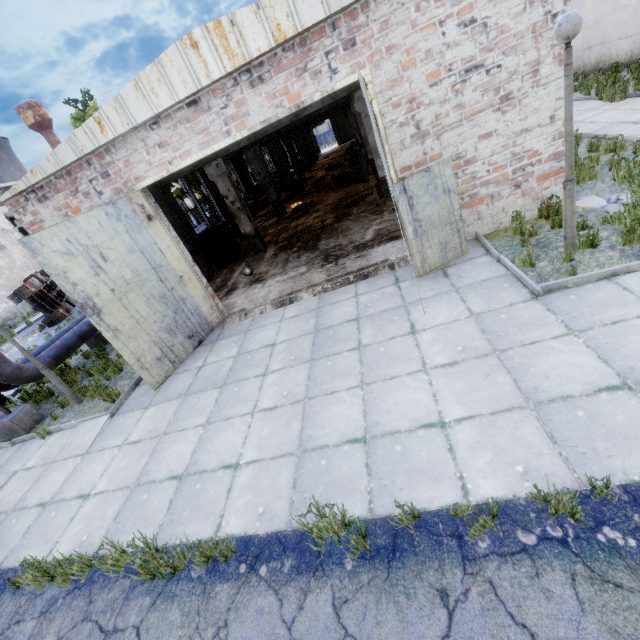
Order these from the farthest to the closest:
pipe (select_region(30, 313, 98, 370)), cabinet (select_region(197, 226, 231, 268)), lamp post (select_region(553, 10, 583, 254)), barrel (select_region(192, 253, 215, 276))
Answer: cabinet (select_region(197, 226, 231, 268)), barrel (select_region(192, 253, 215, 276)), pipe (select_region(30, 313, 98, 370)), lamp post (select_region(553, 10, 583, 254))

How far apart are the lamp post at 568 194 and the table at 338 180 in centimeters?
1465cm

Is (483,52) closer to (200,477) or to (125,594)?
(200,477)

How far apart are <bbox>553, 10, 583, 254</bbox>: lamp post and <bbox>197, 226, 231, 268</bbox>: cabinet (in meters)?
12.55

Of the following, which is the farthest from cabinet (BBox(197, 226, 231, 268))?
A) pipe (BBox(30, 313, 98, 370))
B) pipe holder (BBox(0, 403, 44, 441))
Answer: pipe holder (BBox(0, 403, 44, 441))

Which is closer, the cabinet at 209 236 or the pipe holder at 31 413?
the pipe holder at 31 413

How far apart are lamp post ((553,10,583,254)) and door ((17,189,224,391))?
8.0 meters

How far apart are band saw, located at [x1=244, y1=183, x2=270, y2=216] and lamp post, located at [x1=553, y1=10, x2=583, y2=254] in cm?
1841
